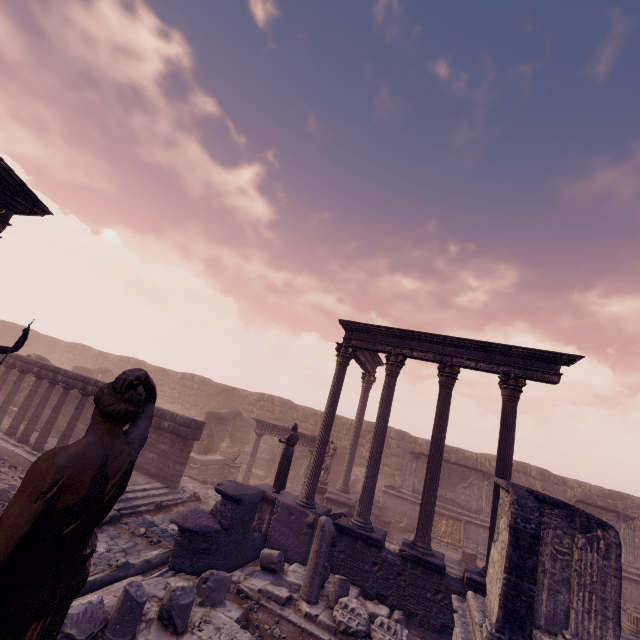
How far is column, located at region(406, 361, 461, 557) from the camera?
9.2m

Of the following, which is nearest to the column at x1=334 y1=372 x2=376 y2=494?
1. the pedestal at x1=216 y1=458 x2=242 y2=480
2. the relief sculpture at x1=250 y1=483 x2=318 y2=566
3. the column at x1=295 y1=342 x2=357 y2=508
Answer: the relief sculpture at x1=250 y1=483 x2=318 y2=566

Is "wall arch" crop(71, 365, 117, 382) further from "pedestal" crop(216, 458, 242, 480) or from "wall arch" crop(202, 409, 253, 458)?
"pedestal" crop(216, 458, 242, 480)

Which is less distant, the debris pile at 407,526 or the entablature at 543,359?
the entablature at 543,359

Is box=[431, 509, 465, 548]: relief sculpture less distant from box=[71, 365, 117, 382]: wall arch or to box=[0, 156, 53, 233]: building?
box=[0, 156, 53, 233]: building

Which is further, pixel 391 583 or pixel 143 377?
pixel 391 583

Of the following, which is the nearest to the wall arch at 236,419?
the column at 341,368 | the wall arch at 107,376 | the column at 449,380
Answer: the column at 341,368

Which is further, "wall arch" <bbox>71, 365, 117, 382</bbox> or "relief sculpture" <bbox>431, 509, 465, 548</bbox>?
"wall arch" <bbox>71, 365, 117, 382</bbox>
